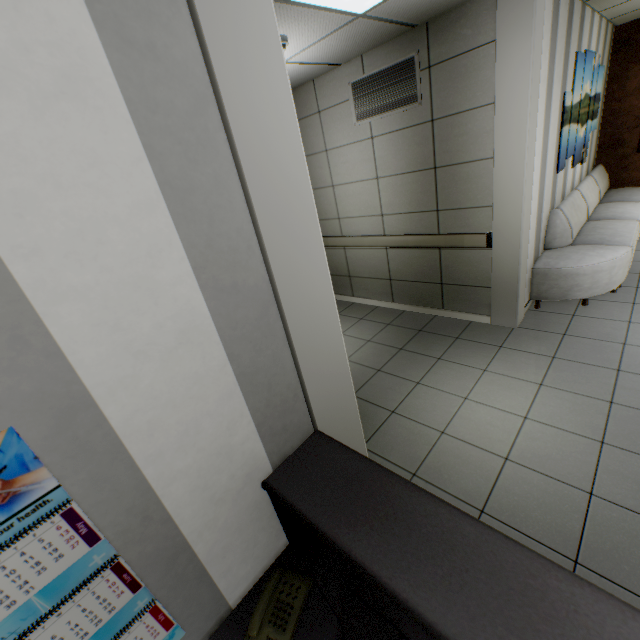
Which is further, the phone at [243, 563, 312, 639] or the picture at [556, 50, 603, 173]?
the picture at [556, 50, 603, 173]

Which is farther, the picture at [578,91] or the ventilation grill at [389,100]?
the picture at [578,91]

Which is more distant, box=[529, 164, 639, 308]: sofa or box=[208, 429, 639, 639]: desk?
box=[529, 164, 639, 308]: sofa

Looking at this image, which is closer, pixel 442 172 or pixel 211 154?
pixel 211 154

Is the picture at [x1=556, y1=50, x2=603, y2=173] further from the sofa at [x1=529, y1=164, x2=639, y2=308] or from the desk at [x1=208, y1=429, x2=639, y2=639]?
→ the desk at [x1=208, y1=429, x2=639, y2=639]

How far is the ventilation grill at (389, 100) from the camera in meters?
3.5

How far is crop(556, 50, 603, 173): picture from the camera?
4.0 meters

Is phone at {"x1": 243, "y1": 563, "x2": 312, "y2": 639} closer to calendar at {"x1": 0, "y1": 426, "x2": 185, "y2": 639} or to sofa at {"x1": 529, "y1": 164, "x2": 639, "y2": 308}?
calendar at {"x1": 0, "y1": 426, "x2": 185, "y2": 639}
